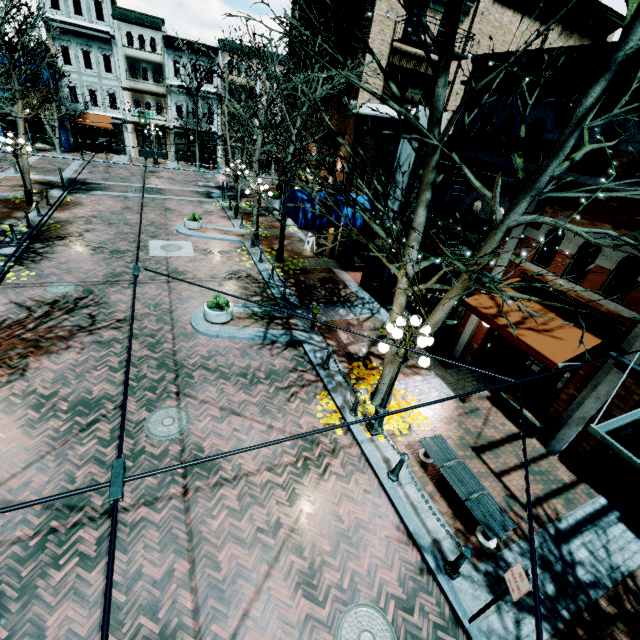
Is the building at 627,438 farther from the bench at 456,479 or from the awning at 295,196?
the bench at 456,479

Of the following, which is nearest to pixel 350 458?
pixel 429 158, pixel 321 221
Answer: pixel 429 158

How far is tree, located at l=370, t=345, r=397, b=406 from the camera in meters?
8.7

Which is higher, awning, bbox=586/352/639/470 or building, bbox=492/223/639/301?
building, bbox=492/223/639/301

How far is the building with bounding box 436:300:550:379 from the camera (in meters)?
11.18

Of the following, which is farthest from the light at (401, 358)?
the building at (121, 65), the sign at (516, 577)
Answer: the building at (121, 65)

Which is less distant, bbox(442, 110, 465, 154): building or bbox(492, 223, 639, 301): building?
bbox(492, 223, 639, 301): building
